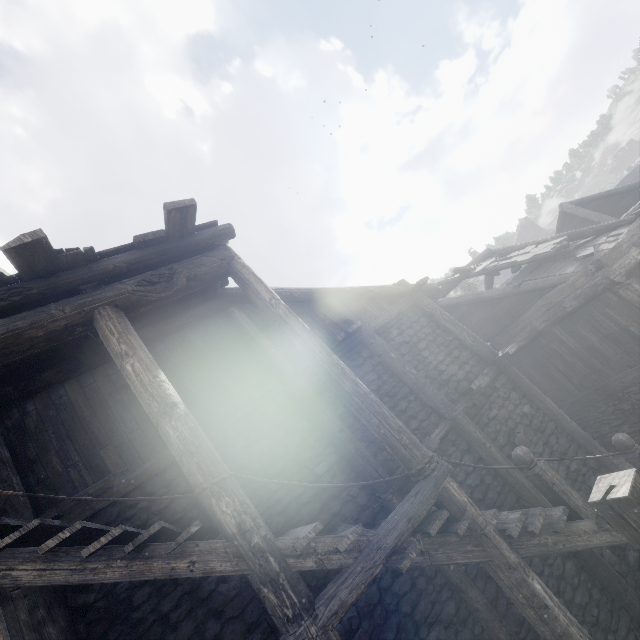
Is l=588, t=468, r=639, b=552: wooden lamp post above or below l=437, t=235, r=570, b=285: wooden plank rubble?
below

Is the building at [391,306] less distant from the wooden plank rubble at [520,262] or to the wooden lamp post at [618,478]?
the wooden plank rubble at [520,262]

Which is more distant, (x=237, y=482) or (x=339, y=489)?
(x=339, y=489)

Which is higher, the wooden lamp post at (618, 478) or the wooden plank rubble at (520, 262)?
the wooden plank rubble at (520, 262)

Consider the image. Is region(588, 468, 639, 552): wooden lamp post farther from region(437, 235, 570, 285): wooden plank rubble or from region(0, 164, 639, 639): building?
region(437, 235, 570, 285): wooden plank rubble

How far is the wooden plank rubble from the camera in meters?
10.5 m

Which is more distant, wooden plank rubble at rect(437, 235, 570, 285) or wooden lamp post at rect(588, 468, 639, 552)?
wooden plank rubble at rect(437, 235, 570, 285)
